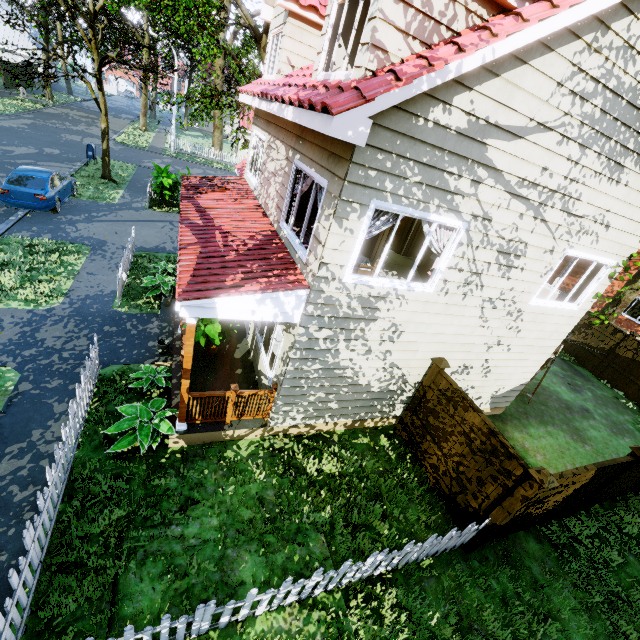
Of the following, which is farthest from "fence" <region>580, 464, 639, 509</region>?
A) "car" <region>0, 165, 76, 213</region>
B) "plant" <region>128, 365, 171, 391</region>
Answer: "car" <region>0, 165, 76, 213</region>

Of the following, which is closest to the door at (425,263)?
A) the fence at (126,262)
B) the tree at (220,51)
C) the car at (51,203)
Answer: the tree at (220,51)

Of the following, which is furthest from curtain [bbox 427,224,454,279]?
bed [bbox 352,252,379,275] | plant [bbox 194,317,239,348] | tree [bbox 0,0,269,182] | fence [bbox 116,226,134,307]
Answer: fence [bbox 116,226,134,307]

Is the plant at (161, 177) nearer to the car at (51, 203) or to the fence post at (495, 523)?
the car at (51, 203)

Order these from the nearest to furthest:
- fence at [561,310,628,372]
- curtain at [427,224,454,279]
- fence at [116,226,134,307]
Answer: curtain at [427,224,454,279], fence at [116,226,134,307], fence at [561,310,628,372]

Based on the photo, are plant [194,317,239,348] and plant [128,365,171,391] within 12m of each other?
yes

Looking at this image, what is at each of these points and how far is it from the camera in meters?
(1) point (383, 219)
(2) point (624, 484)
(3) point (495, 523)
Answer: (1) curtain, 5.1
(2) fence, 8.0
(3) fence post, 5.8

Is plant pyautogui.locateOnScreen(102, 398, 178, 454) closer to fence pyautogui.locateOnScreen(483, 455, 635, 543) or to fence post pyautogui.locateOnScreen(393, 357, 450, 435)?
fence pyautogui.locateOnScreen(483, 455, 635, 543)
